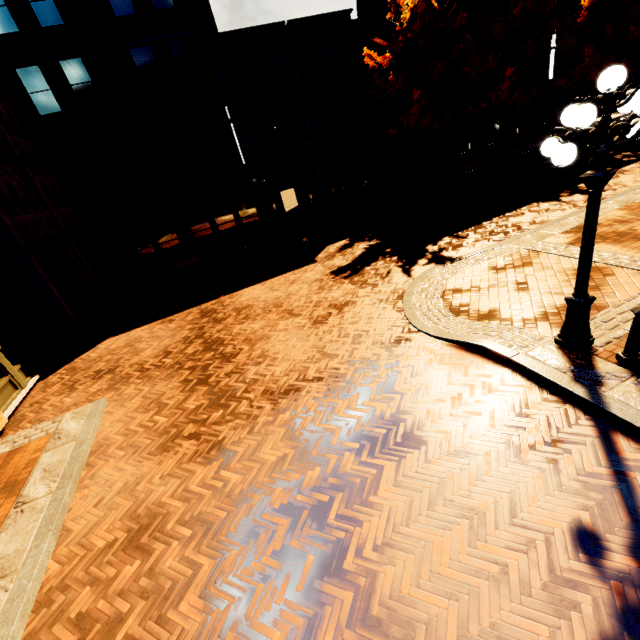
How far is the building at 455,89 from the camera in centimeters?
2303cm

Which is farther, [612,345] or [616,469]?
[612,345]

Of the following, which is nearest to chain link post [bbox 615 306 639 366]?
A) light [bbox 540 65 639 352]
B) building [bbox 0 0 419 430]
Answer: light [bbox 540 65 639 352]

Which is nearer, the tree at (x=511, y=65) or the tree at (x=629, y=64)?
the tree at (x=511, y=65)

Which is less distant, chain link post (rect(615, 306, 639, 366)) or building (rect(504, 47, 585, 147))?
chain link post (rect(615, 306, 639, 366))

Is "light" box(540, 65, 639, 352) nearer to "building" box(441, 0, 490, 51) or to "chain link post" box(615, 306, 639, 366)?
"chain link post" box(615, 306, 639, 366)

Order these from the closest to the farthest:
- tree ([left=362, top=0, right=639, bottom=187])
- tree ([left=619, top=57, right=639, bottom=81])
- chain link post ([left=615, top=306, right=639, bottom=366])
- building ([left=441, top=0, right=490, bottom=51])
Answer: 1. chain link post ([left=615, top=306, right=639, bottom=366])
2. tree ([left=362, top=0, right=639, bottom=187])
3. building ([left=441, top=0, right=490, bottom=51])
4. tree ([left=619, top=57, right=639, bottom=81])
